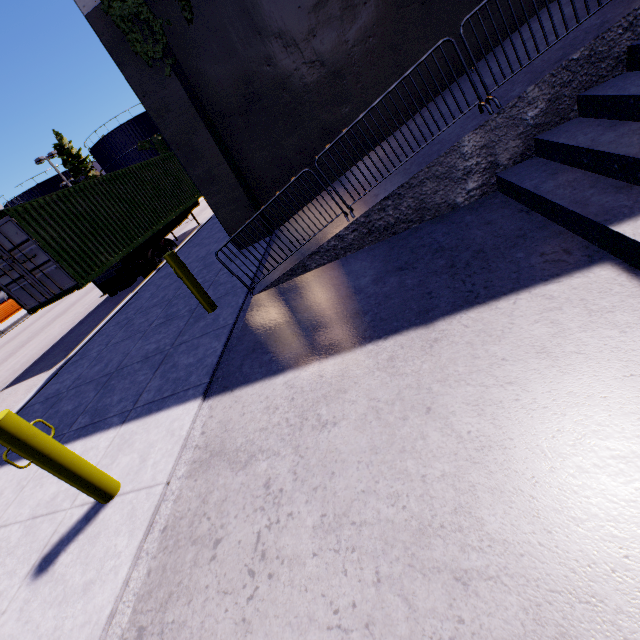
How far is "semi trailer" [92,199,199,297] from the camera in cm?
1127

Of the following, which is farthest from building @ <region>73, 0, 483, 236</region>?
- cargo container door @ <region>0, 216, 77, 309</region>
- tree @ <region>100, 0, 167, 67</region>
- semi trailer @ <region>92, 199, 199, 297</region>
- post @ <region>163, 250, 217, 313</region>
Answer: cargo container door @ <region>0, 216, 77, 309</region>

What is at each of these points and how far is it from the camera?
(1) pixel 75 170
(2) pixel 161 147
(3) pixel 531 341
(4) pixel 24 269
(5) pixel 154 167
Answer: (1) tree, 50.3m
(2) tree, 48.6m
(3) building, 2.3m
(4) cargo container door, 8.8m
(5) cargo container, 14.1m

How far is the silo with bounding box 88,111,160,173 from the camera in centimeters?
4656cm

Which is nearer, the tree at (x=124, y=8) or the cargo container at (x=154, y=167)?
the tree at (x=124, y=8)

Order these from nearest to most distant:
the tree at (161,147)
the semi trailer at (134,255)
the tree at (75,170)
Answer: the semi trailer at (134,255) < the tree at (161,147) < the tree at (75,170)

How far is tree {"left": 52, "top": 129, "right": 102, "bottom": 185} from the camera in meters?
49.5

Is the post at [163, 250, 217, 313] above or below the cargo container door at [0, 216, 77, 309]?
below
